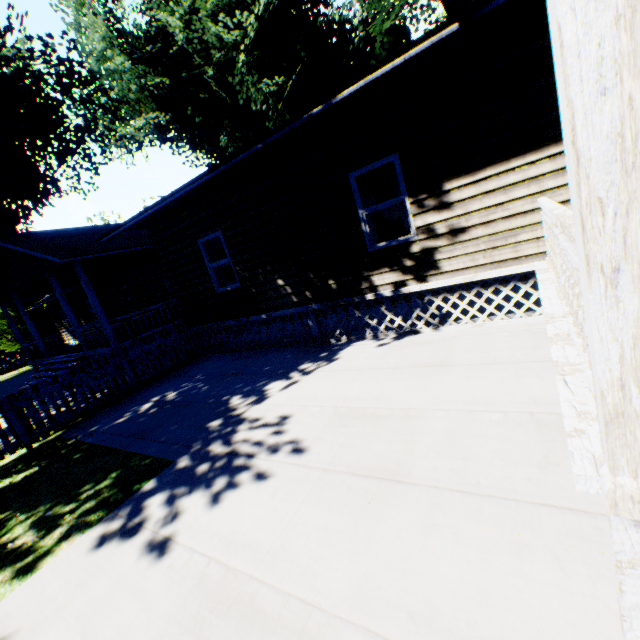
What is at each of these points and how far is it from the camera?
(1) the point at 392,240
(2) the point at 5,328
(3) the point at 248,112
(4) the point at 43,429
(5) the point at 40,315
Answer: (1) house, 6.5 meters
(2) plant, 26.4 meters
(3) plant, 30.8 meters
(4) fence, 7.4 meters
(5) plant, 27.6 meters

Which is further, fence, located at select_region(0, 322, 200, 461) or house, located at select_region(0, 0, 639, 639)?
fence, located at select_region(0, 322, 200, 461)

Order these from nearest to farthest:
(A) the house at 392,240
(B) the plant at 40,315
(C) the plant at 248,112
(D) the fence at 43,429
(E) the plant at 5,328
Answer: (A) the house at 392,240 < (D) the fence at 43,429 < (C) the plant at 248,112 < (E) the plant at 5,328 < (B) the plant at 40,315

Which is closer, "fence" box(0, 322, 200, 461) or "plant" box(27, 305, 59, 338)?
"fence" box(0, 322, 200, 461)

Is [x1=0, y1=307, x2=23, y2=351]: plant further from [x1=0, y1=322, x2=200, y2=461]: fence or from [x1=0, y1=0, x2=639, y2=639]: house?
[x1=0, y1=322, x2=200, y2=461]: fence

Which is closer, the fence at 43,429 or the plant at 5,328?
the fence at 43,429

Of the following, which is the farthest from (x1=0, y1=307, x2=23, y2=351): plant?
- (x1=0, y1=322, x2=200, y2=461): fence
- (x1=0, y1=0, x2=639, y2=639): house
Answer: (x1=0, y1=322, x2=200, y2=461): fence
